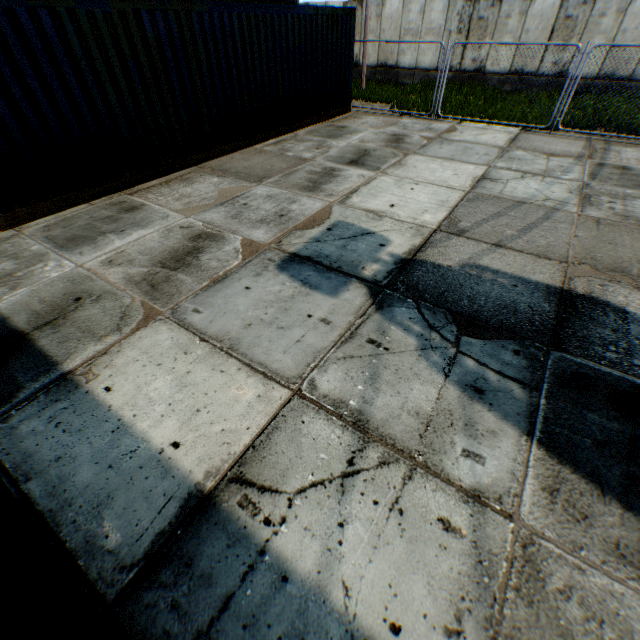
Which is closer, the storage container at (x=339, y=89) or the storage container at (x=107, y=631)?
the storage container at (x=107, y=631)

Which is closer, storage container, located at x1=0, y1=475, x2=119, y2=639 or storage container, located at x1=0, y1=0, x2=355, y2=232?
storage container, located at x1=0, y1=475, x2=119, y2=639

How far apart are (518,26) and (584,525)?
21.2 meters
